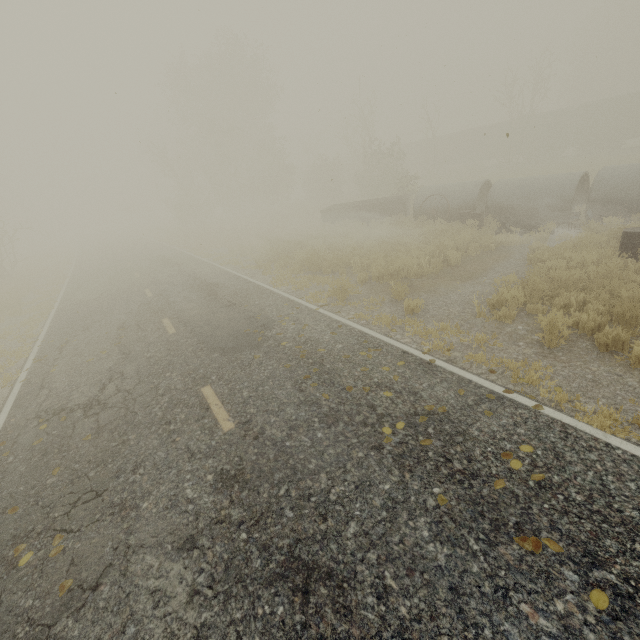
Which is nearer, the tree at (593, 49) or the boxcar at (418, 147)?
the tree at (593, 49)

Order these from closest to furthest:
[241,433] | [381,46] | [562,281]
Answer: [241,433], [562,281], [381,46]

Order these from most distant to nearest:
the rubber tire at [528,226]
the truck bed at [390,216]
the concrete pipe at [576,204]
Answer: the truck bed at [390,216] → the rubber tire at [528,226] → the concrete pipe at [576,204]

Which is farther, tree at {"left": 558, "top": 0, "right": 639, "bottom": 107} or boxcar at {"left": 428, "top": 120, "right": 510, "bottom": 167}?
tree at {"left": 558, "top": 0, "right": 639, "bottom": 107}

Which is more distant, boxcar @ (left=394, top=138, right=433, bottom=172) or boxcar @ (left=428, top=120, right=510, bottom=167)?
boxcar @ (left=394, top=138, right=433, bottom=172)

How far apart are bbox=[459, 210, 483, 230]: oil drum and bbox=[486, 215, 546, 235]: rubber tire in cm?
98

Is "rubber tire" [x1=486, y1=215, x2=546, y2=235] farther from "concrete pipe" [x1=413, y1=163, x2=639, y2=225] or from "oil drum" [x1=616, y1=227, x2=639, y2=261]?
"oil drum" [x1=616, y1=227, x2=639, y2=261]

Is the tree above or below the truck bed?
above
